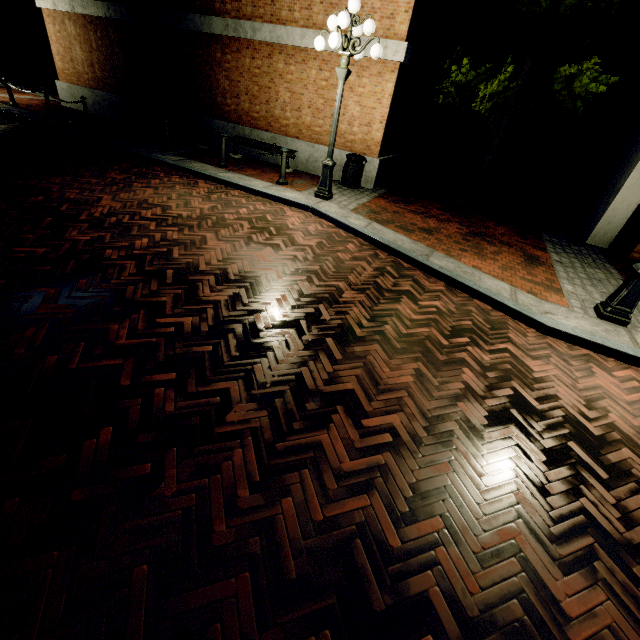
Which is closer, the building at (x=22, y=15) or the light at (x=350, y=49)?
the light at (x=350, y=49)

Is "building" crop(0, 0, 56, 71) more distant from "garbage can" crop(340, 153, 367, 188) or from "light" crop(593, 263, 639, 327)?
"light" crop(593, 263, 639, 327)

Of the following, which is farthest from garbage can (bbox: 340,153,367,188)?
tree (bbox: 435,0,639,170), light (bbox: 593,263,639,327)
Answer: light (bbox: 593,263,639,327)

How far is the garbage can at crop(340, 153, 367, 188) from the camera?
9.15m

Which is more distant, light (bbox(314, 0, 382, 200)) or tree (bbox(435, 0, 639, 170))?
tree (bbox(435, 0, 639, 170))

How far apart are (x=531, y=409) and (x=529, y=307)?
2.2 meters

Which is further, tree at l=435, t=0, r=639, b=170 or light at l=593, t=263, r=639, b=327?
tree at l=435, t=0, r=639, b=170

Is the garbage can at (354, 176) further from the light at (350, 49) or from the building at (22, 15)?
the building at (22, 15)
